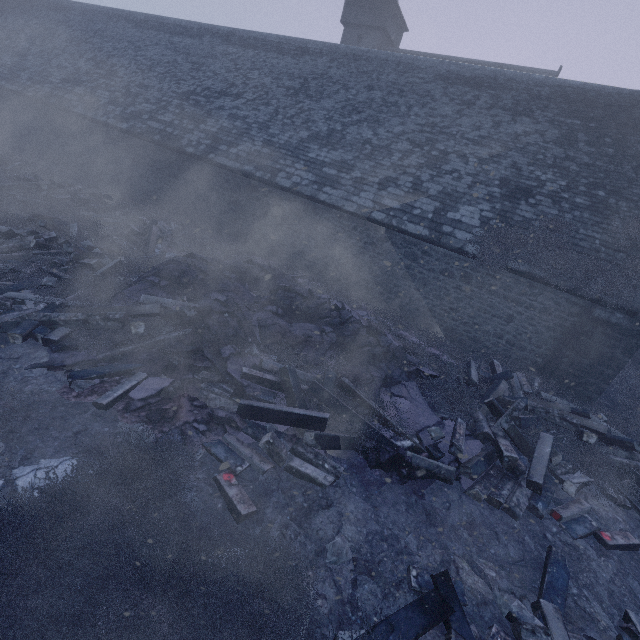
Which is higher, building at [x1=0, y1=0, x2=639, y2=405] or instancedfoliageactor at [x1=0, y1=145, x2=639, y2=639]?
building at [x1=0, y1=0, x2=639, y2=405]

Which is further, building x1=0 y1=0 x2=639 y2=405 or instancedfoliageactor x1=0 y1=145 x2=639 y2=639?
building x1=0 y1=0 x2=639 y2=405

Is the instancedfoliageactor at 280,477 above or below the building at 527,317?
below

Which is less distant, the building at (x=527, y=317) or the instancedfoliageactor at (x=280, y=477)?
the instancedfoliageactor at (x=280, y=477)

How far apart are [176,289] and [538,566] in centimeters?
818cm
